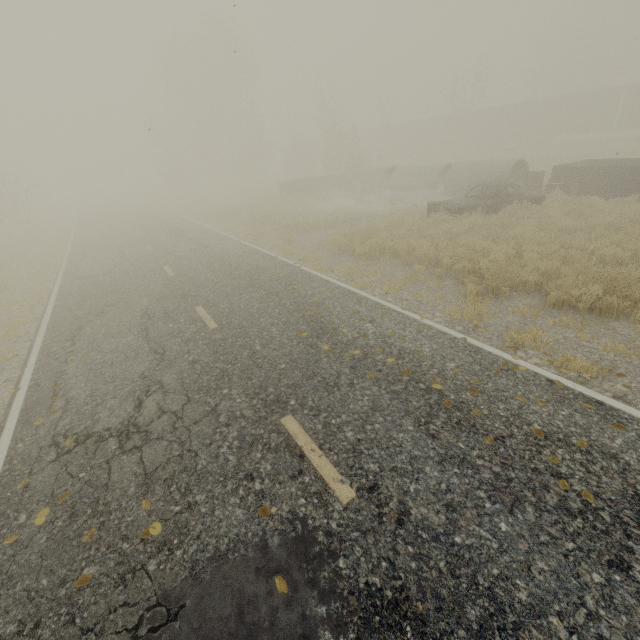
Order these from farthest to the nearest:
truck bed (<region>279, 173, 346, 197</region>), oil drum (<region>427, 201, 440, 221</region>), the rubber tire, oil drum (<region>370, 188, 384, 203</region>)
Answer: truck bed (<region>279, 173, 346, 197</region>), oil drum (<region>370, 188, 384, 203</region>), the rubber tire, oil drum (<region>427, 201, 440, 221</region>)

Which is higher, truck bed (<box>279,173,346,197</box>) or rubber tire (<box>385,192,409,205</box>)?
truck bed (<box>279,173,346,197</box>)

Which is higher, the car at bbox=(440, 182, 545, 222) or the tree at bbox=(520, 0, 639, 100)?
the tree at bbox=(520, 0, 639, 100)

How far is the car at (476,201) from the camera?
13.7m

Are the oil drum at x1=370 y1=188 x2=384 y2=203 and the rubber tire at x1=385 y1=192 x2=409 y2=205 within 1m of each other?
yes

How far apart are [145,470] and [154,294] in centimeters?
674cm

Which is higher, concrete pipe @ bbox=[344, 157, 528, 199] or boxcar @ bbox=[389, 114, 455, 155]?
boxcar @ bbox=[389, 114, 455, 155]

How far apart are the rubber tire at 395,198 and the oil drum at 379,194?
0.4m
